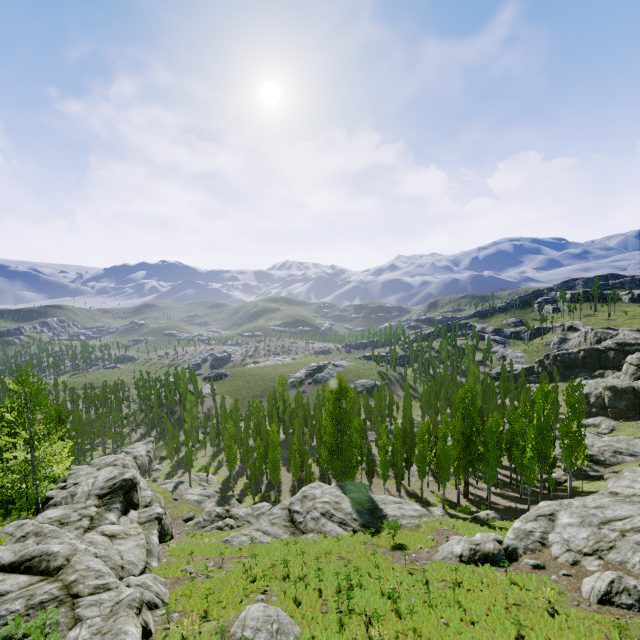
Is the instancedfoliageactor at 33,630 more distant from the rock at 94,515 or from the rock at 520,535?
the rock at 520,535

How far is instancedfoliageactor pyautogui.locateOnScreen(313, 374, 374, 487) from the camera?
40.3 meters

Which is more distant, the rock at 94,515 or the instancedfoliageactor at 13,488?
the instancedfoliageactor at 13,488

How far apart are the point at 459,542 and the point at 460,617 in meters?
7.3 m

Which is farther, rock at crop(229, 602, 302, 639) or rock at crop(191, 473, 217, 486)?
rock at crop(191, 473, 217, 486)

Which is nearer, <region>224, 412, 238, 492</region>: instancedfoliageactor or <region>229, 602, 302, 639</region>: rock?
<region>229, 602, 302, 639</region>: rock

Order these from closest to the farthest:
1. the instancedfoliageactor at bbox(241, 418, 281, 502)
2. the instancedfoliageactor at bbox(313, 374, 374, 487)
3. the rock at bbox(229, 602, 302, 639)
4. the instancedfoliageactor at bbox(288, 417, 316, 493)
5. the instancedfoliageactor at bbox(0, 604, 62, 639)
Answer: the instancedfoliageactor at bbox(0, 604, 62, 639)
the rock at bbox(229, 602, 302, 639)
the instancedfoliageactor at bbox(313, 374, 374, 487)
the instancedfoliageactor at bbox(241, 418, 281, 502)
the instancedfoliageactor at bbox(288, 417, 316, 493)

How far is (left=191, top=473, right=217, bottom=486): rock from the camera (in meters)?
54.64
